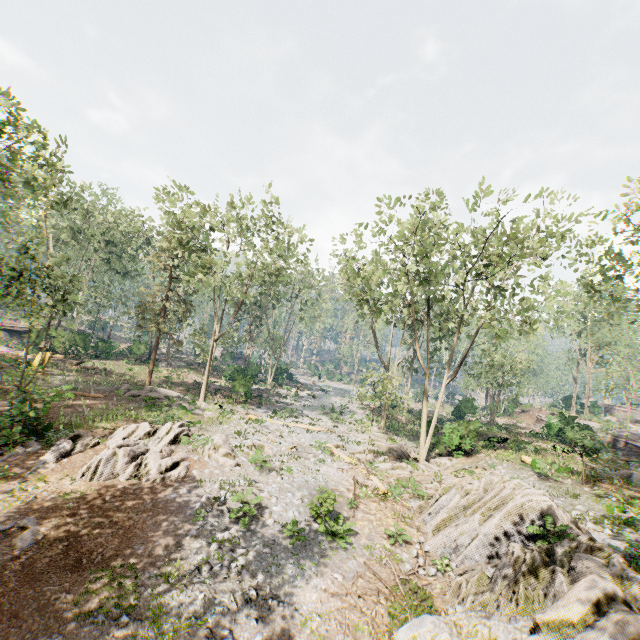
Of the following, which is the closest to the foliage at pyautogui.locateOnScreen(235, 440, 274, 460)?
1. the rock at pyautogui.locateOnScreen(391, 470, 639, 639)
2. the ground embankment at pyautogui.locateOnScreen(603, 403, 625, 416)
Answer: the rock at pyautogui.locateOnScreen(391, 470, 639, 639)

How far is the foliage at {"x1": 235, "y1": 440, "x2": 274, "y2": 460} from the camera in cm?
1698

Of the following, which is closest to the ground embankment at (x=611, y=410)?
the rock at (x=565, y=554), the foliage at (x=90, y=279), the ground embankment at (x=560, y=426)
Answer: the foliage at (x=90, y=279)

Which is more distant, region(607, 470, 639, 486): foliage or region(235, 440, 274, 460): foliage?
region(607, 470, 639, 486): foliage

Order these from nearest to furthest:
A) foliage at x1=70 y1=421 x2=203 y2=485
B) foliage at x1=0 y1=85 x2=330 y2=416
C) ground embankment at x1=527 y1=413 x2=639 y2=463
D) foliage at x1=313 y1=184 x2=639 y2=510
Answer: foliage at x1=70 y1=421 x2=203 y2=485
ground embankment at x1=527 y1=413 x2=639 y2=463
foliage at x1=313 y1=184 x2=639 y2=510
foliage at x1=0 y1=85 x2=330 y2=416

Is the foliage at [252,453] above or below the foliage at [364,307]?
below

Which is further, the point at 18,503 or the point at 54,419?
the point at 54,419
